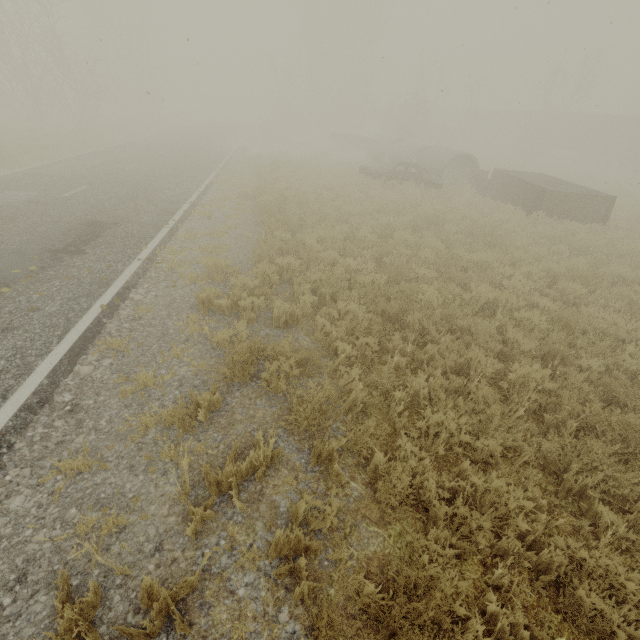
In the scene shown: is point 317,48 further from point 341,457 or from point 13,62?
point 341,457

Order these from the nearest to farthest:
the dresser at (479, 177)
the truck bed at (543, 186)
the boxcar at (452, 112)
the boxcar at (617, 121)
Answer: the truck bed at (543, 186), the dresser at (479, 177), the boxcar at (617, 121), the boxcar at (452, 112)

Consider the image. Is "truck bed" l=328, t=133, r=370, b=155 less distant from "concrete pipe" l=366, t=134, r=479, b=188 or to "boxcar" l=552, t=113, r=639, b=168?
"concrete pipe" l=366, t=134, r=479, b=188

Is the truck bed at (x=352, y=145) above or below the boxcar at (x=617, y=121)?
below

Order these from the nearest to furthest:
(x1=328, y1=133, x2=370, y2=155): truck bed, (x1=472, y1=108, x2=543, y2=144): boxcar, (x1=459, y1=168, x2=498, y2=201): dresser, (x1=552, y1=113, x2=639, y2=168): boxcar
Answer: (x1=459, y1=168, x2=498, y2=201): dresser, (x1=328, y1=133, x2=370, y2=155): truck bed, (x1=552, y1=113, x2=639, y2=168): boxcar, (x1=472, y1=108, x2=543, y2=144): boxcar

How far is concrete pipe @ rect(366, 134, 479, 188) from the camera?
19.0m

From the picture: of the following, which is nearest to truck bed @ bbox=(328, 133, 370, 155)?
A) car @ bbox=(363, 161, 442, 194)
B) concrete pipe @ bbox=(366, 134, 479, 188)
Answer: concrete pipe @ bbox=(366, 134, 479, 188)

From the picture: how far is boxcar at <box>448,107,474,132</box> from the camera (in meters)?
54.66
